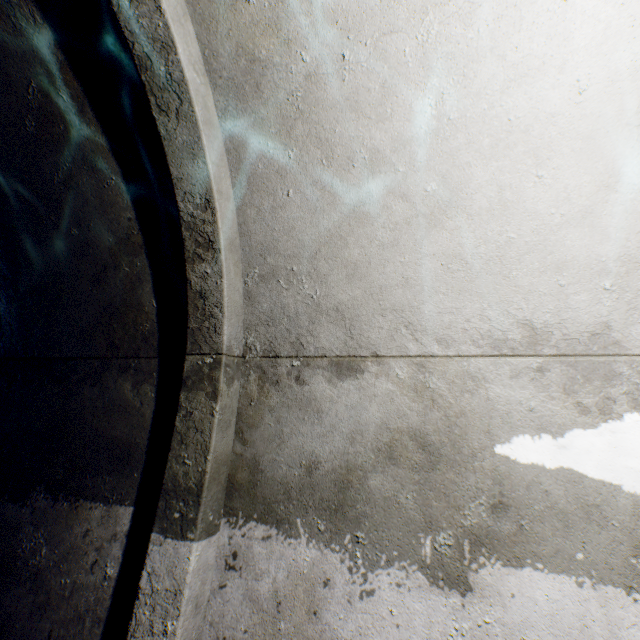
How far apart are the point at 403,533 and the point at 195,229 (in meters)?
1.98
